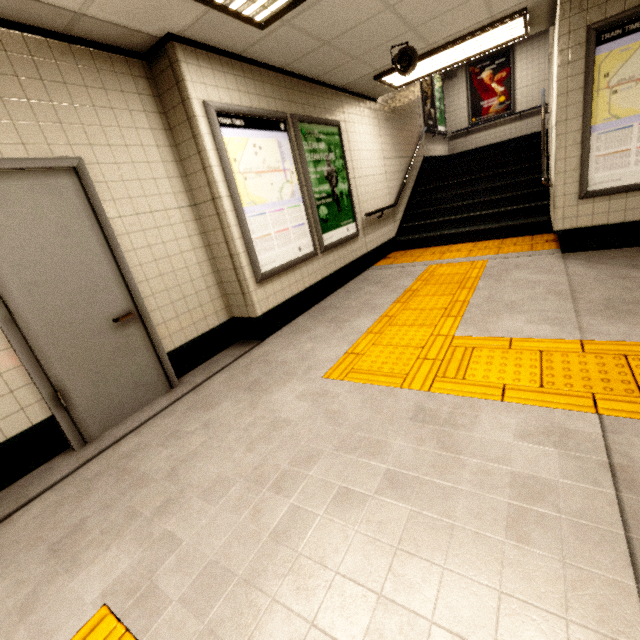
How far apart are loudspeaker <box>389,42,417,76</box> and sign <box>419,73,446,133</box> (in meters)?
5.35

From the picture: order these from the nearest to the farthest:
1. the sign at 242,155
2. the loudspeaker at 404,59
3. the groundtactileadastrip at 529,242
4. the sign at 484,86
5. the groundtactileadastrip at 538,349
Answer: the groundtactileadastrip at 538,349, the sign at 242,155, the loudspeaker at 404,59, the groundtactileadastrip at 529,242, the sign at 484,86

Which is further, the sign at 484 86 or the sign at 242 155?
the sign at 484 86

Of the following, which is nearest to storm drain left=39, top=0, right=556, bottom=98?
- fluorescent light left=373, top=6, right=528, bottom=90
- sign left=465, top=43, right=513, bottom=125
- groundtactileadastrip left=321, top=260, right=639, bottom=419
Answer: fluorescent light left=373, top=6, right=528, bottom=90

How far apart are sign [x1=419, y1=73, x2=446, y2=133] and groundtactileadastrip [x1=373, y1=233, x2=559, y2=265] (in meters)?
4.26

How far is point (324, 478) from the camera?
1.7m

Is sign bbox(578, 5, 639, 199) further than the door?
Yes

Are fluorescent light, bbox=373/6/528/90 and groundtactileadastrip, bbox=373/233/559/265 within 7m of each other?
yes
